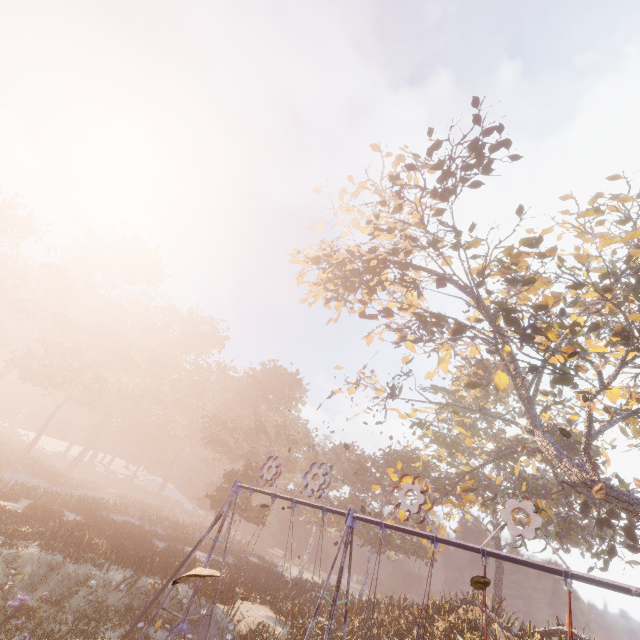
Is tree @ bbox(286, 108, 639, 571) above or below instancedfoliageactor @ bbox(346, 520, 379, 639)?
above

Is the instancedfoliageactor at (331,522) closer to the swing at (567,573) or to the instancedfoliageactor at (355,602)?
the instancedfoliageactor at (355,602)

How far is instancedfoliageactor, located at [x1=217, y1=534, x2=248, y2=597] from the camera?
19.66m

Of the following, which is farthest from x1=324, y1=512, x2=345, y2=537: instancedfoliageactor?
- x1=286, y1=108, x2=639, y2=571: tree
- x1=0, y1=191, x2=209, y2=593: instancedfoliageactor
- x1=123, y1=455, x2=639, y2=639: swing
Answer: x1=123, y1=455, x2=639, y2=639: swing

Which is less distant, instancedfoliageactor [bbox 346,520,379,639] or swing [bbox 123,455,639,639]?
swing [bbox 123,455,639,639]

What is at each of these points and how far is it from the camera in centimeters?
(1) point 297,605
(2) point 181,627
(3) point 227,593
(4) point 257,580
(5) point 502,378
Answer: (1) instancedfoliageactor, 1925cm
(2) swing, 1066cm
(3) instancedfoliageactor, 1812cm
(4) instancedfoliageactor, 2480cm
(5) tree, 1585cm

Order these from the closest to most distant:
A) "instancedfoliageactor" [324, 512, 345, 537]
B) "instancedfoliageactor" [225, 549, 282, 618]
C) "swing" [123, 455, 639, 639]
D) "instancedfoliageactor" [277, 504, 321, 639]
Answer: "swing" [123, 455, 639, 639] < "instancedfoliageactor" [277, 504, 321, 639] < "instancedfoliageactor" [225, 549, 282, 618] < "instancedfoliageactor" [324, 512, 345, 537]

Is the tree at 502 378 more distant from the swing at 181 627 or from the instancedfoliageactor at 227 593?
the instancedfoliageactor at 227 593
